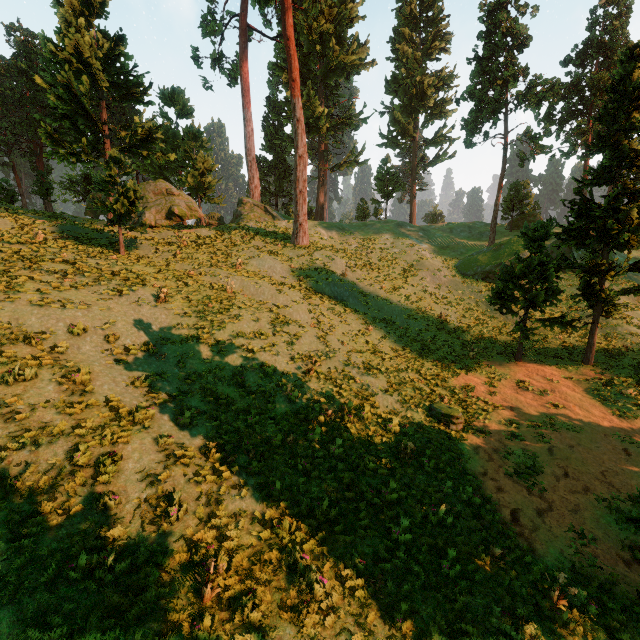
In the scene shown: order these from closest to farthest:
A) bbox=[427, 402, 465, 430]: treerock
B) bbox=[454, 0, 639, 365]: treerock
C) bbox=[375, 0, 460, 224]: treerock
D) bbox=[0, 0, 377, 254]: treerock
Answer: bbox=[427, 402, 465, 430]: treerock, bbox=[454, 0, 639, 365]: treerock, bbox=[0, 0, 377, 254]: treerock, bbox=[375, 0, 460, 224]: treerock

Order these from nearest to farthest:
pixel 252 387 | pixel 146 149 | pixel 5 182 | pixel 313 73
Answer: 1. pixel 252 387
2. pixel 146 149
3. pixel 5 182
4. pixel 313 73

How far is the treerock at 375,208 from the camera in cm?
4581

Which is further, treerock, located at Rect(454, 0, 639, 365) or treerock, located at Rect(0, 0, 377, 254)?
treerock, located at Rect(0, 0, 377, 254)

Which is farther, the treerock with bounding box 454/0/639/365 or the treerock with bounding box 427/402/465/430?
the treerock with bounding box 454/0/639/365

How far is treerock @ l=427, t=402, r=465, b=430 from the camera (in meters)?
14.34

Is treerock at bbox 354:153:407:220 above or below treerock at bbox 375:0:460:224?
below

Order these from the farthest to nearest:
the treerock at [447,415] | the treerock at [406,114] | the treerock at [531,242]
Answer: the treerock at [406,114]
the treerock at [531,242]
the treerock at [447,415]
